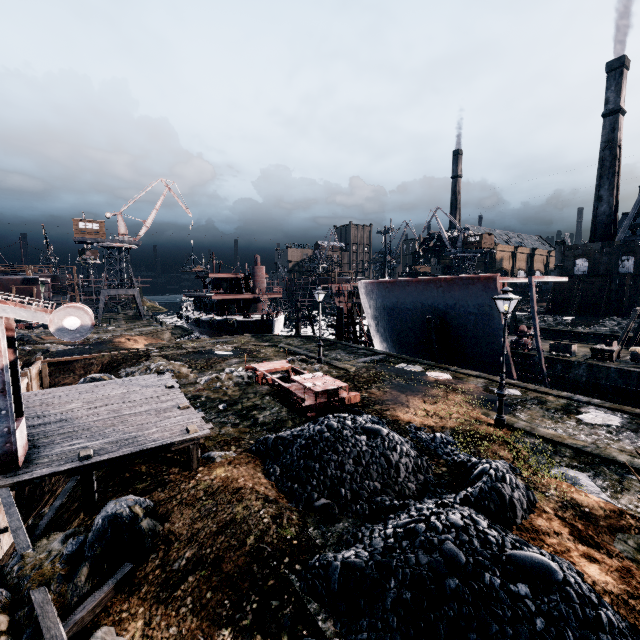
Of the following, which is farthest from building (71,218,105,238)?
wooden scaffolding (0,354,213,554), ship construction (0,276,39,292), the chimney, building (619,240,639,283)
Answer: the chimney

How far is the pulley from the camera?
30.73m

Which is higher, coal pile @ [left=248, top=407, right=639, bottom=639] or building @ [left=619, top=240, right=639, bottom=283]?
building @ [left=619, top=240, right=639, bottom=283]

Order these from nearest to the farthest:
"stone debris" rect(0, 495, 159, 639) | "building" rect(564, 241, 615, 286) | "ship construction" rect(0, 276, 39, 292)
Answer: "stone debris" rect(0, 495, 159, 639)
"building" rect(564, 241, 615, 286)
"ship construction" rect(0, 276, 39, 292)

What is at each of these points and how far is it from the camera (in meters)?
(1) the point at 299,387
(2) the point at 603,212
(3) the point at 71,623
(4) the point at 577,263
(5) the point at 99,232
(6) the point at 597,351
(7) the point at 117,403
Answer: (1) rail car base, 16.23
(2) chimney, 58.09
(3) wooden scaffolding, 6.32
(4) building, 58.78
(5) building, 54.53
(6) wooden chest, 27.48
(7) wooden scaffolding, 13.34

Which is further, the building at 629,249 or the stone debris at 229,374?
the building at 629,249

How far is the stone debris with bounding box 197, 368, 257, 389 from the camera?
19.55m

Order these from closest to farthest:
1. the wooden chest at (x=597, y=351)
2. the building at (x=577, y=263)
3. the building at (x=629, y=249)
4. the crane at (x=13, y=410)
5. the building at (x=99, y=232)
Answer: the crane at (x=13, y=410)
the wooden chest at (x=597, y=351)
the building at (x=629, y=249)
the building at (x=99, y=232)
the building at (x=577, y=263)
